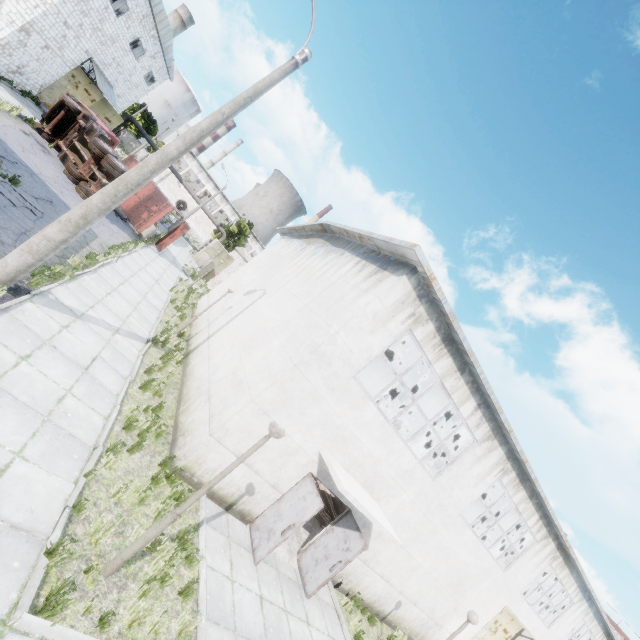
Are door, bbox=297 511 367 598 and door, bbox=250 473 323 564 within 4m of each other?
yes

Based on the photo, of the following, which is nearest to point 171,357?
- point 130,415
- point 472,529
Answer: point 130,415

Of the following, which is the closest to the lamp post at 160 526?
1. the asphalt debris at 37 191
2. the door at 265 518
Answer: the door at 265 518

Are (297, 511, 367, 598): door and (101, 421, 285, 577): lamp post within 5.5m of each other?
no

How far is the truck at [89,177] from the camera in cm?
1744

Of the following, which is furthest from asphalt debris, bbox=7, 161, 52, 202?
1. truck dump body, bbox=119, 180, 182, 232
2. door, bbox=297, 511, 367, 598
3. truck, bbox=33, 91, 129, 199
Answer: door, bbox=297, 511, 367, 598

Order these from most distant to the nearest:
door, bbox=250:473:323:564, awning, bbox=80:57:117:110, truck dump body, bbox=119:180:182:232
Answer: awning, bbox=80:57:117:110 → truck dump body, bbox=119:180:182:232 → door, bbox=250:473:323:564

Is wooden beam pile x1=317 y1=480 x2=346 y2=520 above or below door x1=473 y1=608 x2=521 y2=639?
below
